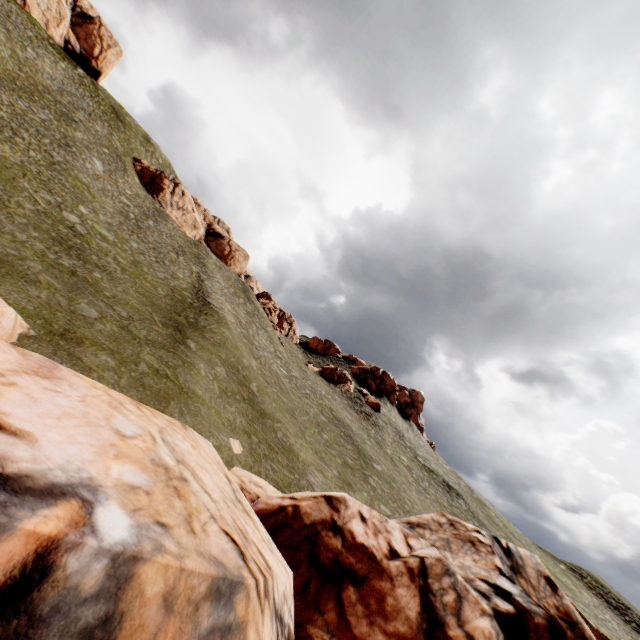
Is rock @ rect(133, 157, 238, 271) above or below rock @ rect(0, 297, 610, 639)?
above

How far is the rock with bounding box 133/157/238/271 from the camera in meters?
52.3

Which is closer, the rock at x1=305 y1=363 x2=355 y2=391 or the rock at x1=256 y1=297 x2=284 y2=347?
the rock at x1=256 y1=297 x2=284 y2=347

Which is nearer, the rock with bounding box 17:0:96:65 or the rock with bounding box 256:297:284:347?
the rock with bounding box 17:0:96:65

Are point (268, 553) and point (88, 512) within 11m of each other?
yes

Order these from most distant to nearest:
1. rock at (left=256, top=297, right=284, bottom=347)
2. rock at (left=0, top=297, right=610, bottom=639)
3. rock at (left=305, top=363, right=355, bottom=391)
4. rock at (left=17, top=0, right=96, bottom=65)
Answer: rock at (left=305, top=363, right=355, bottom=391)
rock at (left=256, top=297, right=284, bottom=347)
rock at (left=17, top=0, right=96, bottom=65)
rock at (left=0, top=297, right=610, bottom=639)

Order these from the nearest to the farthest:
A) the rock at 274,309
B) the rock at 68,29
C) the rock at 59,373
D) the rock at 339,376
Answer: the rock at 59,373 → the rock at 68,29 → the rock at 274,309 → the rock at 339,376

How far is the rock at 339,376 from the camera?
54.5 meters
